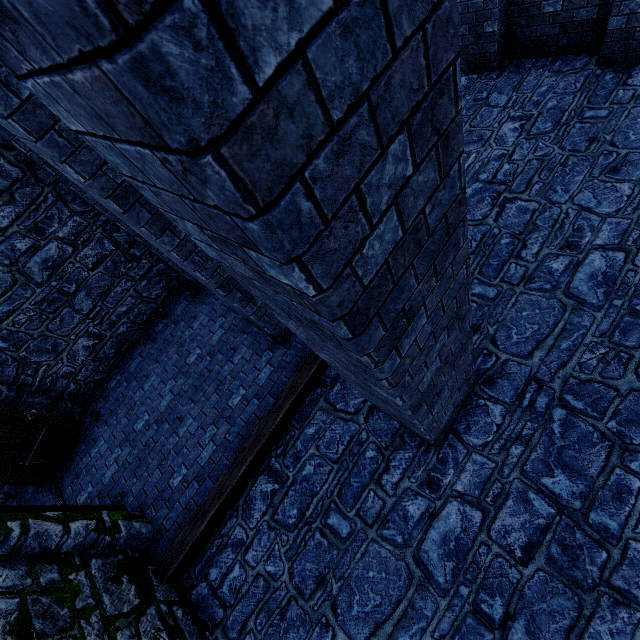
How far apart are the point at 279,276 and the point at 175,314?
6.6 meters

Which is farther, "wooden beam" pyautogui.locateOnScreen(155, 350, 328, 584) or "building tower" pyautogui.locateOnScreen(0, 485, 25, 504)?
"building tower" pyautogui.locateOnScreen(0, 485, 25, 504)

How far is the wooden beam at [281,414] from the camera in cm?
445

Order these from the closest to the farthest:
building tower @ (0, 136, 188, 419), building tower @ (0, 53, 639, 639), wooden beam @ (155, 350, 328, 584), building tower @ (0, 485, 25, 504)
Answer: building tower @ (0, 53, 639, 639)
wooden beam @ (155, 350, 328, 584)
building tower @ (0, 136, 188, 419)
building tower @ (0, 485, 25, 504)

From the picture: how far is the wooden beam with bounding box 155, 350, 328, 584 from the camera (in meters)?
4.45

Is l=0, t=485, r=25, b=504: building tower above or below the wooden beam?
above

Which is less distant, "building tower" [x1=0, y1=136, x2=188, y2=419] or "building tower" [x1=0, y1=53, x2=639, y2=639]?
"building tower" [x1=0, y1=53, x2=639, y2=639]

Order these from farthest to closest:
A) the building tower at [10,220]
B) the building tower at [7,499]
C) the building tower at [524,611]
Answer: the building tower at [7,499] → the building tower at [10,220] → the building tower at [524,611]
